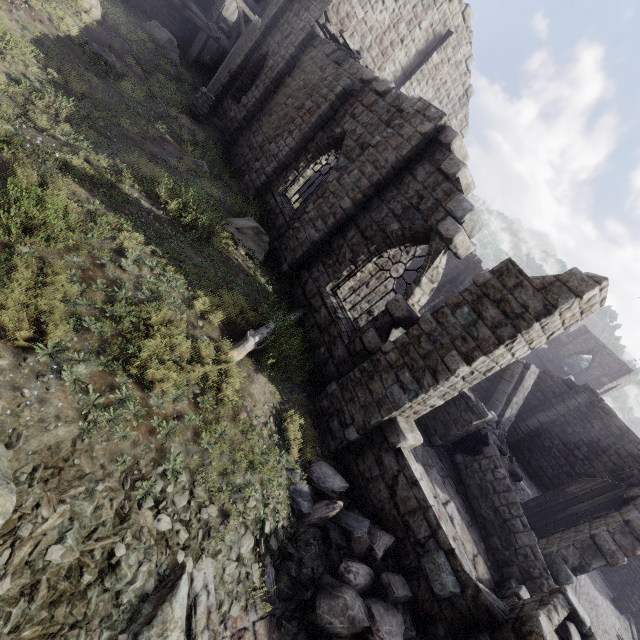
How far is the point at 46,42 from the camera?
9.5m

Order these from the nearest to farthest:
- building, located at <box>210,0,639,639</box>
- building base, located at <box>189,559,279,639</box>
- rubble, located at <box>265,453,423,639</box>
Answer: building base, located at <box>189,559,279,639</box> < rubble, located at <box>265,453,423,639</box> < building, located at <box>210,0,639,639</box>

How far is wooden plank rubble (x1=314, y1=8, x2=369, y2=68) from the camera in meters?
11.4

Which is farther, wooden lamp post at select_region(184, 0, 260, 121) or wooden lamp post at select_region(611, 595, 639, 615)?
wooden lamp post at select_region(611, 595, 639, 615)

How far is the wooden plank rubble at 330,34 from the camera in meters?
11.4

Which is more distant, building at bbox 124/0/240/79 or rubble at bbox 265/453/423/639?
building at bbox 124/0/240/79

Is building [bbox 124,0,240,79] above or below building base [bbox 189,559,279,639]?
above

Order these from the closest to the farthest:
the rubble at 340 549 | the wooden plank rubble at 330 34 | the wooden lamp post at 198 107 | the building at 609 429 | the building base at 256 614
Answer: the building base at 256 614 < the rubble at 340 549 < the building at 609 429 < the wooden plank rubble at 330 34 < the wooden lamp post at 198 107
